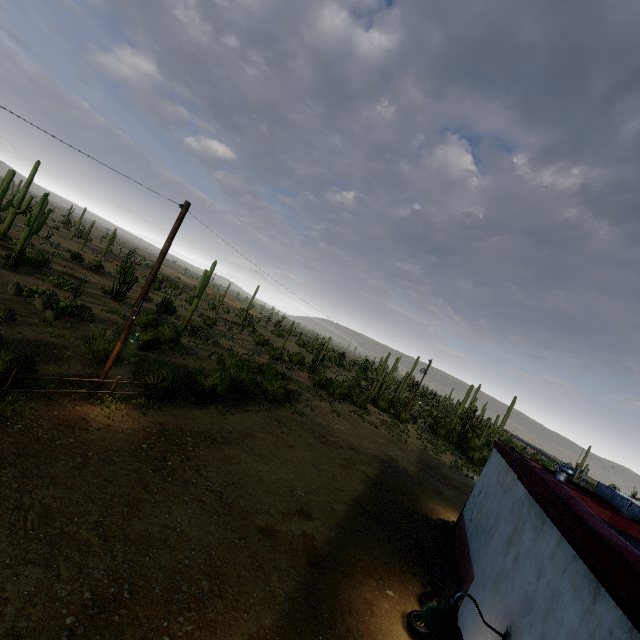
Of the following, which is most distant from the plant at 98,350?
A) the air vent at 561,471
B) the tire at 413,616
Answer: the air vent at 561,471

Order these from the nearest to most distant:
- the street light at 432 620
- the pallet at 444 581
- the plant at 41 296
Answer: the street light at 432 620, the pallet at 444 581, the plant at 41 296

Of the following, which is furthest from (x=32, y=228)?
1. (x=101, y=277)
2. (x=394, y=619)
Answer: (x=394, y=619)

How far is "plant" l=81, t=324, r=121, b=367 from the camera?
13.6 meters

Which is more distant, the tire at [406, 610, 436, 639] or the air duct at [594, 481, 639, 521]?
the air duct at [594, 481, 639, 521]

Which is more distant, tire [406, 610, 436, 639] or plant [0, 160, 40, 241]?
plant [0, 160, 40, 241]

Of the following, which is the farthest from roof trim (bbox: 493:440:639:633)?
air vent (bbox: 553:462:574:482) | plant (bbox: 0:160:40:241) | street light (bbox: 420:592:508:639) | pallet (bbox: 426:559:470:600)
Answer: plant (bbox: 0:160:40:241)

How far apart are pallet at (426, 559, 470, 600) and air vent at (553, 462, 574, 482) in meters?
5.7 m
